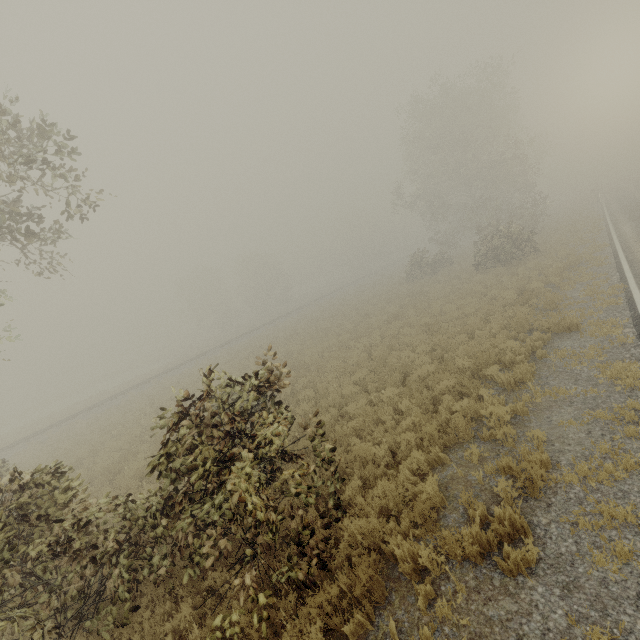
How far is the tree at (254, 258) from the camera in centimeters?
5725cm

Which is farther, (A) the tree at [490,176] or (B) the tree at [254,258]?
(B) the tree at [254,258]

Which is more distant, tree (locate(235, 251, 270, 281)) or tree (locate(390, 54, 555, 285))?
tree (locate(235, 251, 270, 281))

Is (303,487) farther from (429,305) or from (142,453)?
(429,305)

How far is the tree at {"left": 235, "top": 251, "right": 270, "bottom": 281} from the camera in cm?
5725
